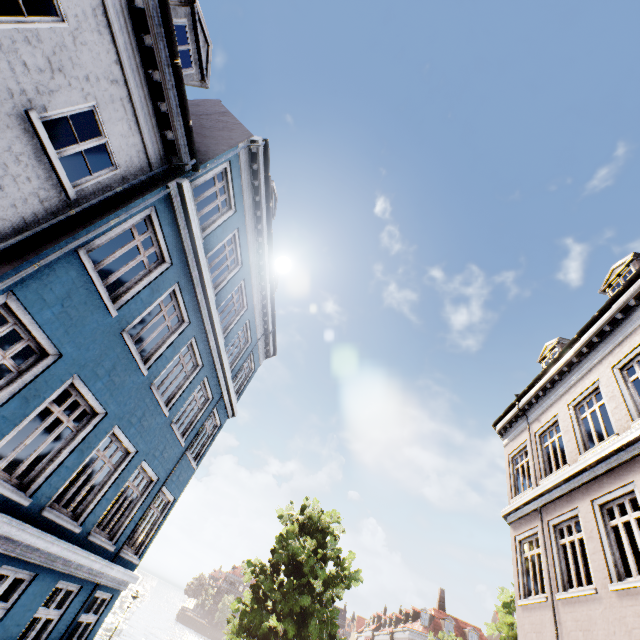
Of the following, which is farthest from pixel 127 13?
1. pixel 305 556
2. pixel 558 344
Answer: pixel 305 556

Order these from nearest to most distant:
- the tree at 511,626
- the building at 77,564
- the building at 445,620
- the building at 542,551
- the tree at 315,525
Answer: the building at 77,564 < the building at 542,551 < the tree at 315,525 < the tree at 511,626 < the building at 445,620

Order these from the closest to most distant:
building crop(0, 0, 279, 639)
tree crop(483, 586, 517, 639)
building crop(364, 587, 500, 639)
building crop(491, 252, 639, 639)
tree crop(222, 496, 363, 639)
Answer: building crop(0, 0, 279, 639), building crop(491, 252, 639, 639), tree crop(222, 496, 363, 639), tree crop(483, 586, 517, 639), building crop(364, 587, 500, 639)

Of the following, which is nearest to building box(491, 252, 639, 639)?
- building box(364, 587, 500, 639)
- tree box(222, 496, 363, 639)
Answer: tree box(222, 496, 363, 639)

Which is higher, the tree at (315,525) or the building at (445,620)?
the building at (445,620)

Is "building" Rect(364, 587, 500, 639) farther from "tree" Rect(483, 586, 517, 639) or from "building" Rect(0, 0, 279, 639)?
"building" Rect(0, 0, 279, 639)
